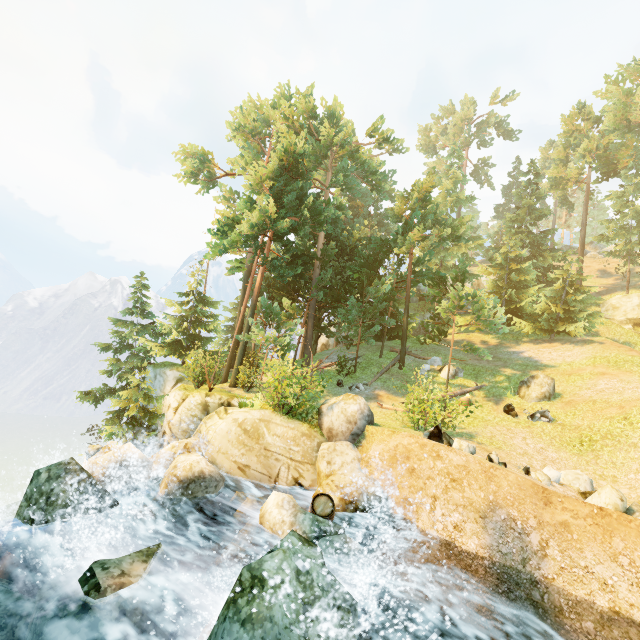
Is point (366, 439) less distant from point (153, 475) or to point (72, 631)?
point (153, 475)

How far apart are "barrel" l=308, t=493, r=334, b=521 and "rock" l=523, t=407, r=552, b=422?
11.9m

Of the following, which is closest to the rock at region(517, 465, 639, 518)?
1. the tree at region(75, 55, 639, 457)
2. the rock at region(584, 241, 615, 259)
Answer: the tree at region(75, 55, 639, 457)

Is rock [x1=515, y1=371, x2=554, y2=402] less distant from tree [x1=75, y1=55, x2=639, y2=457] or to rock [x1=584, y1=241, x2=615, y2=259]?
tree [x1=75, y1=55, x2=639, y2=457]

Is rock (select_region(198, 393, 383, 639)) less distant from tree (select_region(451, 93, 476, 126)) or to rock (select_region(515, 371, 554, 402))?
tree (select_region(451, 93, 476, 126))

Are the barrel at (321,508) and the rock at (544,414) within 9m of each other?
no

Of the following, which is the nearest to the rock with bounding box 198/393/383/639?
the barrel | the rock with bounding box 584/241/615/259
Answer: the barrel

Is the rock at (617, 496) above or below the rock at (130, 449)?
above
